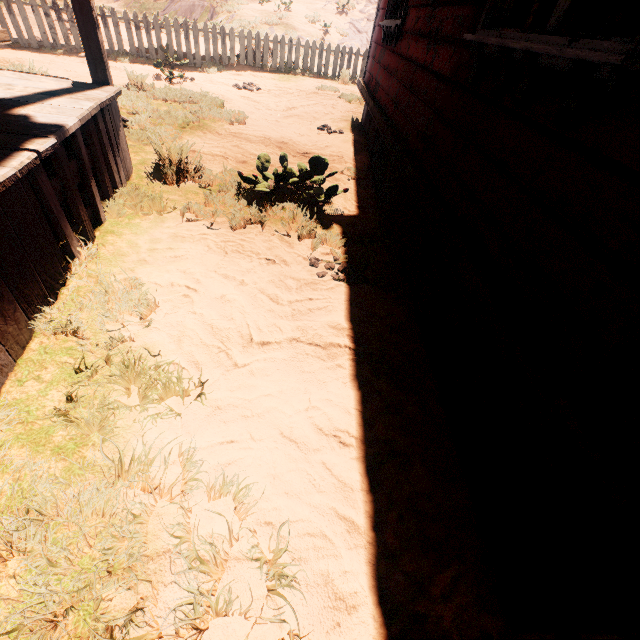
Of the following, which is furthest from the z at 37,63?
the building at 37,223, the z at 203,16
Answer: the z at 203,16

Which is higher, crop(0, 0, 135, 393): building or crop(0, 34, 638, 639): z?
crop(0, 0, 135, 393): building

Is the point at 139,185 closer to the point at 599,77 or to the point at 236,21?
the point at 599,77

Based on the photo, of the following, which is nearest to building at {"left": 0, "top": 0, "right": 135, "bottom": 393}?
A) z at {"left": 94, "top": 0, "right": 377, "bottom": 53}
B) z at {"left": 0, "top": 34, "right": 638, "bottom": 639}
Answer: z at {"left": 0, "top": 34, "right": 638, "bottom": 639}

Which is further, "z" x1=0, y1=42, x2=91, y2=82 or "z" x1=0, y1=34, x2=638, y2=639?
"z" x1=0, y1=42, x2=91, y2=82

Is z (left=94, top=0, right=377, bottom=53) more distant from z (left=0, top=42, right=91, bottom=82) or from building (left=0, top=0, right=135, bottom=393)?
building (left=0, top=0, right=135, bottom=393)

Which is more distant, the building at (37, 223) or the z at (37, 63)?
the z at (37, 63)

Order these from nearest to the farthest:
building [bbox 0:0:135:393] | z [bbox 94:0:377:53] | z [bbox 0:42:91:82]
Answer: building [bbox 0:0:135:393], z [bbox 0:42:91:82], z [bbox 94:0:377:53]
